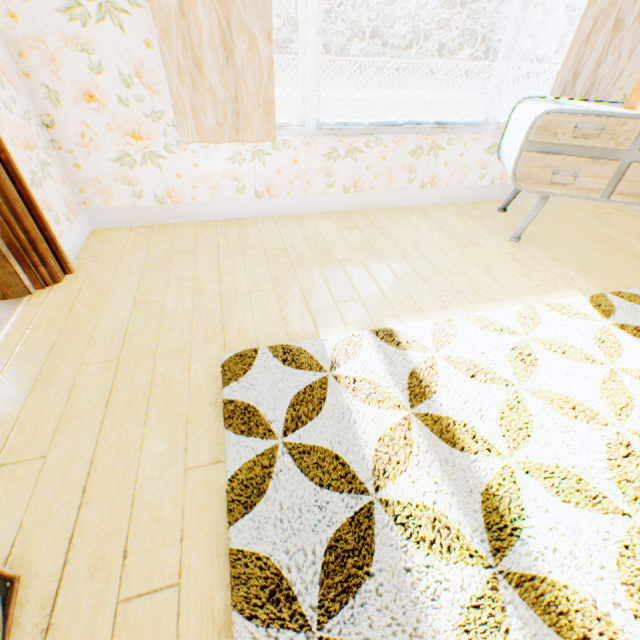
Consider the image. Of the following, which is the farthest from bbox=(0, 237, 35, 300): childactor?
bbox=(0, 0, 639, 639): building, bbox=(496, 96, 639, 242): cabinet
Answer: bbox=(496, 96, 639, 242): cabinet

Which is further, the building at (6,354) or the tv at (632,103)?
the tv at (632,103)

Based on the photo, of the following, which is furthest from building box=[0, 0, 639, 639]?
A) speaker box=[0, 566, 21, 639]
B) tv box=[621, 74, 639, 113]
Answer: tv box=[621, 74, 639, 113]

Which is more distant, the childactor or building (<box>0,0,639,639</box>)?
the childactor

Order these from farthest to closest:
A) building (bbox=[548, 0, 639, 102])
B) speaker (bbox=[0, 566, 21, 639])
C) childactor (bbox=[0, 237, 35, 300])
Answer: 1. building (bbox=[548, 0, 639, 102])
2. childactor (bbox=[0, 237, 35, 300])
3. speaker (bbox=[0, 566, 21, 639])

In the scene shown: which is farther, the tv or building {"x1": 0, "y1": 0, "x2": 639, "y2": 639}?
the tv

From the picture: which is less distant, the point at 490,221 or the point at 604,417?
the point at 604,417

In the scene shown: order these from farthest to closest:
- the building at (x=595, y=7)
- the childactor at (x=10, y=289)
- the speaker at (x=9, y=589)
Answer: the building at (x=595, y=7), the childactor at (x=10, y=289), the speaker at (x=9, y=589)
